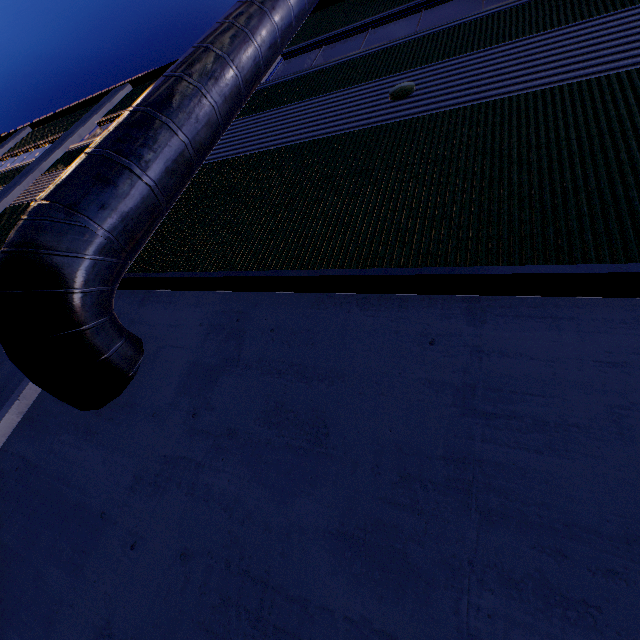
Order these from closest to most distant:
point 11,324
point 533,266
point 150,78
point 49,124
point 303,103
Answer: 1. point 533,266
2. point 11,324
3. point 303,103
4. point 150,78
5. point 49,124

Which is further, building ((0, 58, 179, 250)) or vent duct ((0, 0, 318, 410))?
building ((0, 58, 179, 250))

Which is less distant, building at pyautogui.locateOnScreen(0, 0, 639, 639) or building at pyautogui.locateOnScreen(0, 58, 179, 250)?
building at pyautogui.locateOnScreen(0, 0, 639, 639)

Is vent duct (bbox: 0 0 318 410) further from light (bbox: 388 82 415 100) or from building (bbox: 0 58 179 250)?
light (bbox: 388 82 415 100)

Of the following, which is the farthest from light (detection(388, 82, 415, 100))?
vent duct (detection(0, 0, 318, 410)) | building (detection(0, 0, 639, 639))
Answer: vent duct (detection(0, 0, 318, 410))

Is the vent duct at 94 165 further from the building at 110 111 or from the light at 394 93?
the light at 394 93

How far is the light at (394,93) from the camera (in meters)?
4.75
